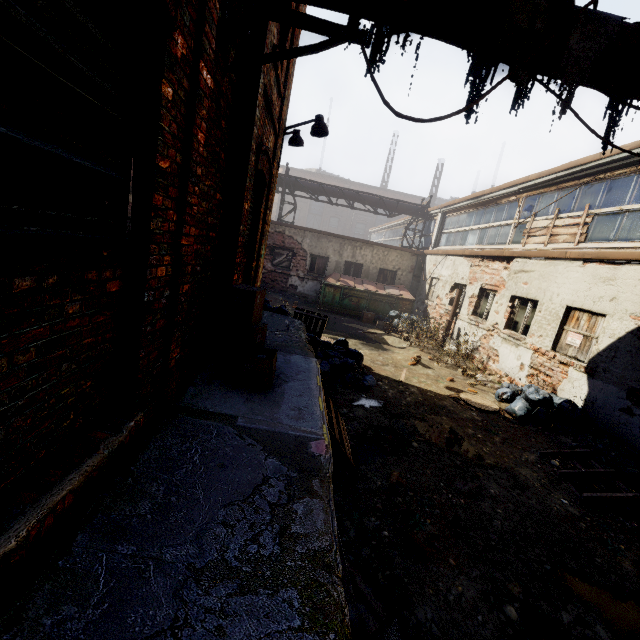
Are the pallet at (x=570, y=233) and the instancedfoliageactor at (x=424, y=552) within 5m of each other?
no

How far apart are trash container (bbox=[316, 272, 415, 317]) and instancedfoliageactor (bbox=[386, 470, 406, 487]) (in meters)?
11.09

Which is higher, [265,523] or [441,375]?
[265,523]

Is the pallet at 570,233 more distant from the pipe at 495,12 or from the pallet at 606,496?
the pallet at 606,496

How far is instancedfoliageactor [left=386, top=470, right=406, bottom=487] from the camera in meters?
4.2

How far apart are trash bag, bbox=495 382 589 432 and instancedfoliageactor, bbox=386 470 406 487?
4.3m

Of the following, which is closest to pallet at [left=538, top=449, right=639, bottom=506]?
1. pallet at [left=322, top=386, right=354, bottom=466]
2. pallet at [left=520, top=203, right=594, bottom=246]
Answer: pallet at [left=322, top=386, right=354, bottom=466]

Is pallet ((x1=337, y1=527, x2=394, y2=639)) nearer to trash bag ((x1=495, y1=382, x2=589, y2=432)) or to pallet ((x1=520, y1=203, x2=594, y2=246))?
trash bag ((x1=495, y1=382, x2=589, y2=432))
